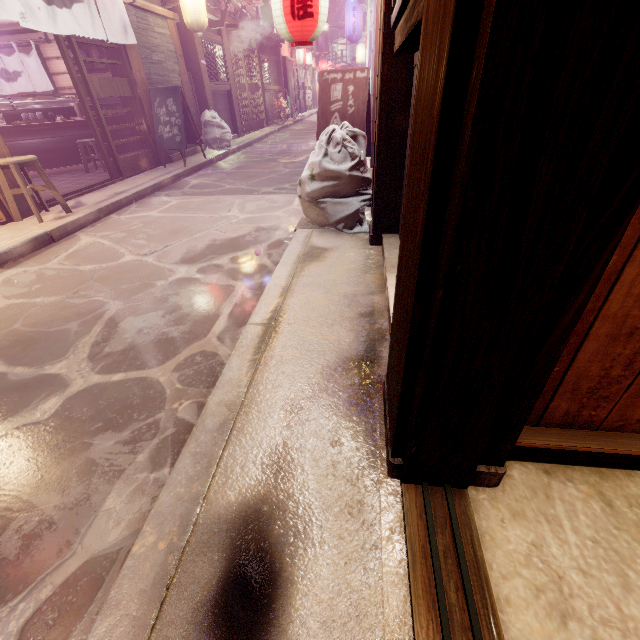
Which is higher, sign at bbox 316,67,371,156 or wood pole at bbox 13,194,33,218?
sign at bbox 316,67,371,156

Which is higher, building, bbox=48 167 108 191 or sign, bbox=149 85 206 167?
sign, bbox=149 85 206 167

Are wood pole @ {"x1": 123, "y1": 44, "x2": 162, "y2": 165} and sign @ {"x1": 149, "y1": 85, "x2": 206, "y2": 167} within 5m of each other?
yes

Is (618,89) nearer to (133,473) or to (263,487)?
(263,487)

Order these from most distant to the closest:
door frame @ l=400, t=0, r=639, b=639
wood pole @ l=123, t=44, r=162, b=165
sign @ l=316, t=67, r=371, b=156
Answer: wood pole @ l=123, t=44, r=162, b=165
sign @ l=316, t=67, r=371, b=156
door frame @ l=400, t=0, r=639, b=639

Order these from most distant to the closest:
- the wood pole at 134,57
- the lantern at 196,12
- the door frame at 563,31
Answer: the lantern at 196,12 → the wood pole at 134,57 → the door frame at 563,31

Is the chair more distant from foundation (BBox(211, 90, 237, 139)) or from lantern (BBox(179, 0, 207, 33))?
foundation (BBox(211, 90, 237, 139))

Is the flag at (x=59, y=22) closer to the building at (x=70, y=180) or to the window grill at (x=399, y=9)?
the building at (x=70, y=180)
